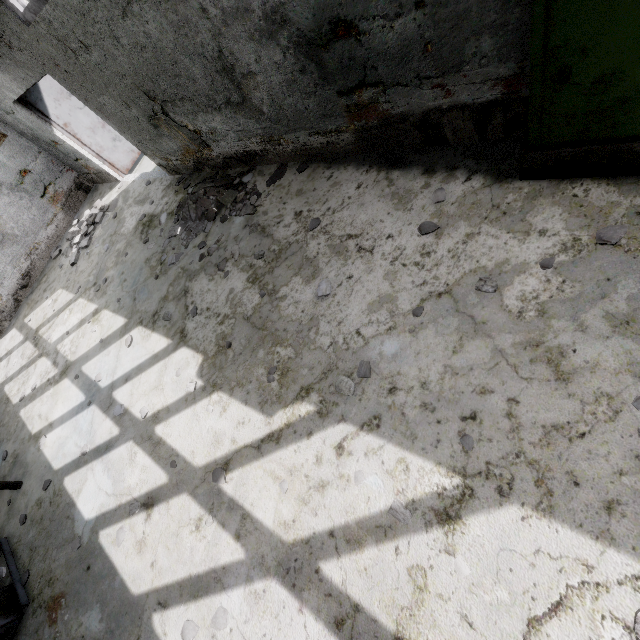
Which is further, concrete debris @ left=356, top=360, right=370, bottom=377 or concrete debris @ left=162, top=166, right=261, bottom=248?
concrete debris @ left=162, top=166, right=261, bottom=248

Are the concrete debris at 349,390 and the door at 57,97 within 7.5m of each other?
no

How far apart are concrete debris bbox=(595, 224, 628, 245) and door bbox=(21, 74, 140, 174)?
9.4m

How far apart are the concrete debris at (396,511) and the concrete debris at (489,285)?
1.80m

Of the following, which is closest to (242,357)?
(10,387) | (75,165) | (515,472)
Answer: (515,472)

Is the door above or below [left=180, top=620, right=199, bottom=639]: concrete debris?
above

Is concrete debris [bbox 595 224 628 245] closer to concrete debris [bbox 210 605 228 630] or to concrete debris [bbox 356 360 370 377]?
concrete debris [bbox 356 360 370 377]

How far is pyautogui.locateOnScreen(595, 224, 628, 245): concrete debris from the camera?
2.3m
